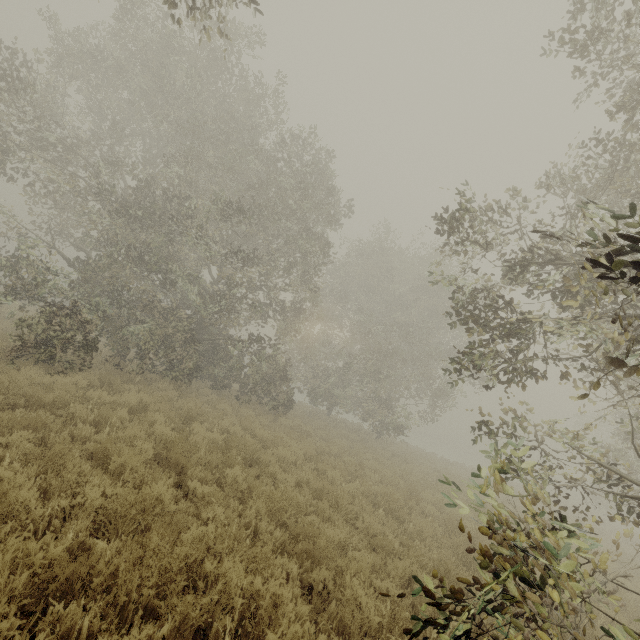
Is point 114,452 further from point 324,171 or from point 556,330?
point 324,171
